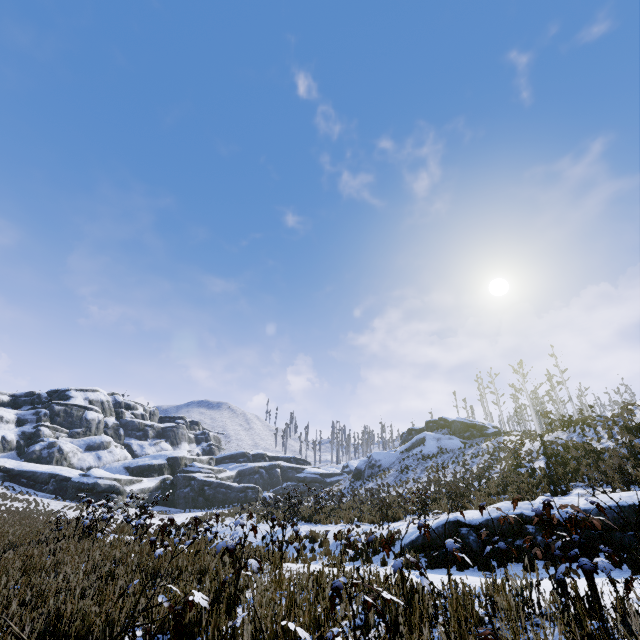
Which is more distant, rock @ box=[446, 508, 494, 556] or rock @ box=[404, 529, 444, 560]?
rock @ box=[404, 529, 444, 560]

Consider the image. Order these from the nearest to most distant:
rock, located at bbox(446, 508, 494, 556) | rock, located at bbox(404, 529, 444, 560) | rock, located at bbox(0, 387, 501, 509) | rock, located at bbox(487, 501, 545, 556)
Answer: rock, located at bbox(487, 501, 545, 556), rock, located at bbox(446, 508, 494, 556), rock, located at bbox(404, 529, 444, 560), rock, located at bbox(0, 387, 501, 509)

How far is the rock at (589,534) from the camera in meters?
7.4 m

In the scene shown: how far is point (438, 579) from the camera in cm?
512

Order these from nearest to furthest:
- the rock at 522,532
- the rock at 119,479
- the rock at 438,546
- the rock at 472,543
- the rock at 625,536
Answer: the rock at 625,536, the rock at 522,532, the rock at 472,543, the rock at 438,546, the rock at 119,479

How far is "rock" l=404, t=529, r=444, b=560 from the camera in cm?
916
